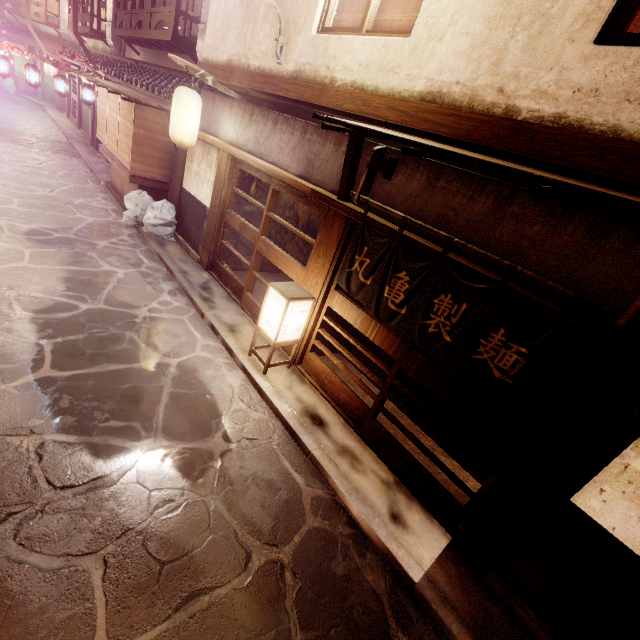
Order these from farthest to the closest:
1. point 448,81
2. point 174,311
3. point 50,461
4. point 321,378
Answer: point 174,311
point 321,378
point 448,81
point 50,461

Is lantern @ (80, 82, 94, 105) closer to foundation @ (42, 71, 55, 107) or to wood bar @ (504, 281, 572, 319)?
wood bar @ (504, 281, 572, 319)

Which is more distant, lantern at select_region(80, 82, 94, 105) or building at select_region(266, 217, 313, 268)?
lantern at select_region(80, 82, 94, 105)

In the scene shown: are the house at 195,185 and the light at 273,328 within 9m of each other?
yes

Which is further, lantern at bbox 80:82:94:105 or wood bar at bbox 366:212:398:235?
lantern at bbox 80:82:94:105

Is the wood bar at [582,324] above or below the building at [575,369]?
above

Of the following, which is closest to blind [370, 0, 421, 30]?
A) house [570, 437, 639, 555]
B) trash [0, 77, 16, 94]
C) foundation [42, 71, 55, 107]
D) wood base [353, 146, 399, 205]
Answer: wood base [353, 146, 399, 205]

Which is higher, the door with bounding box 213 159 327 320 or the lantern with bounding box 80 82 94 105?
the lantern with bounding box 80 82 94 105
